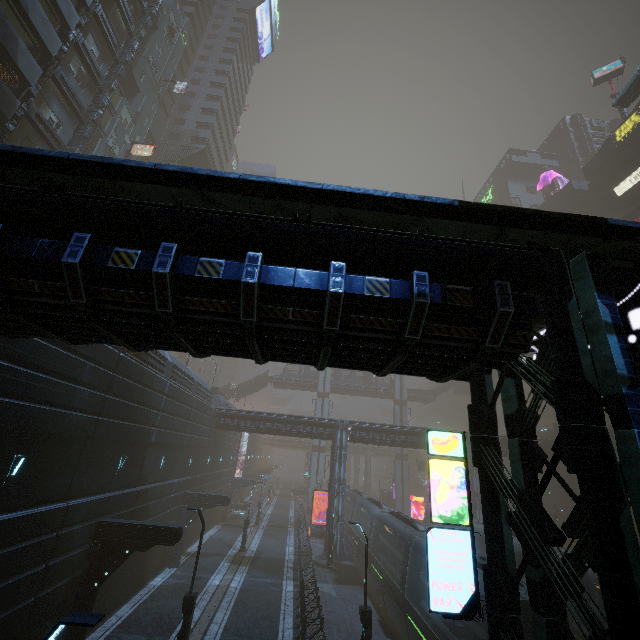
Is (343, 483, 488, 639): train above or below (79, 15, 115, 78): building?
below

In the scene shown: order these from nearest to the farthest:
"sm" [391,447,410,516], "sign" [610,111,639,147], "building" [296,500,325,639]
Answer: "building" [296,500,325,639] < "sign" [610,111,639,147] < "sm" [391,447,410,516]

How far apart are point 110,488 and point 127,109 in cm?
3623

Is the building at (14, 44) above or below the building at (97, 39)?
below

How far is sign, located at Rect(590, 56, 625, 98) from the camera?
49.1 meters

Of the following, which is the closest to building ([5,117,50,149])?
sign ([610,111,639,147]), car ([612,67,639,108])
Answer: sign ([610,111,639,147])

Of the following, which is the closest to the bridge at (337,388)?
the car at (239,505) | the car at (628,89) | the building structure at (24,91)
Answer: the car at (239,505)

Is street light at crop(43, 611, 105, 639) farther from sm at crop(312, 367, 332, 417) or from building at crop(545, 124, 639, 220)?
sm at crop(312, 367, 332, 417)
